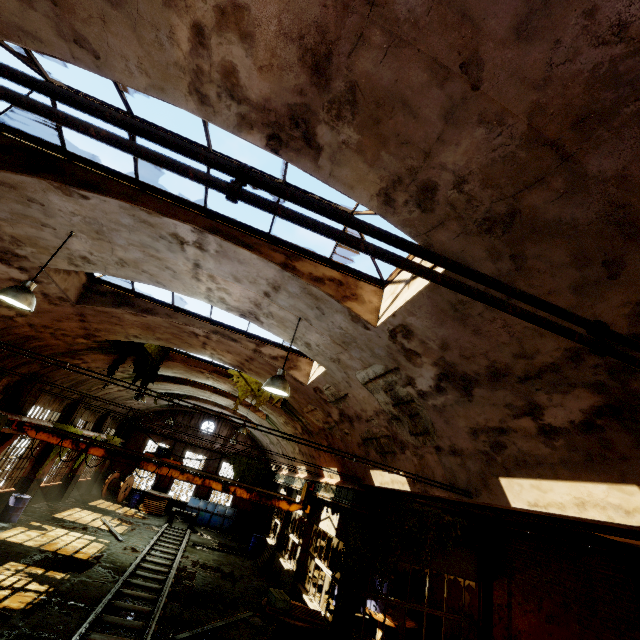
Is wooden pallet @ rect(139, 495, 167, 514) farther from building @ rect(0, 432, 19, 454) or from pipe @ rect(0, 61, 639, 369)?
pipe @ rect(0, 61, 639, 369)

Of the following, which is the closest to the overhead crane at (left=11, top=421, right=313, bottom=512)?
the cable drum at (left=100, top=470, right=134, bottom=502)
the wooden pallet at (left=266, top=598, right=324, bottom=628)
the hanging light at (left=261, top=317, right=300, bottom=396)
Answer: the wooden pallet at (left=266, top=598, right=324, bottom=628)

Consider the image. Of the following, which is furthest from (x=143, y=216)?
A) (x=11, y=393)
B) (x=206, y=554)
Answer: (x=206, y=554)

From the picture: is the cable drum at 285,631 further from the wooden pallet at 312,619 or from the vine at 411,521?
the vine at 411,521

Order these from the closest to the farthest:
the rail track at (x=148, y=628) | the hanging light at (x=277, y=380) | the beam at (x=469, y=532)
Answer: the hanging light at (x=277, y=380)
the rail track at (x=148, y=628)
the beam at (x=469, y=532)

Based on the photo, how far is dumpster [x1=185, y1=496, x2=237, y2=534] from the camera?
23.8 meters

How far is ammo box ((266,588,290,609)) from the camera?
8.9 meters

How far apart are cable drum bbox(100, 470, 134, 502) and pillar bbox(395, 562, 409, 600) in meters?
20.1
